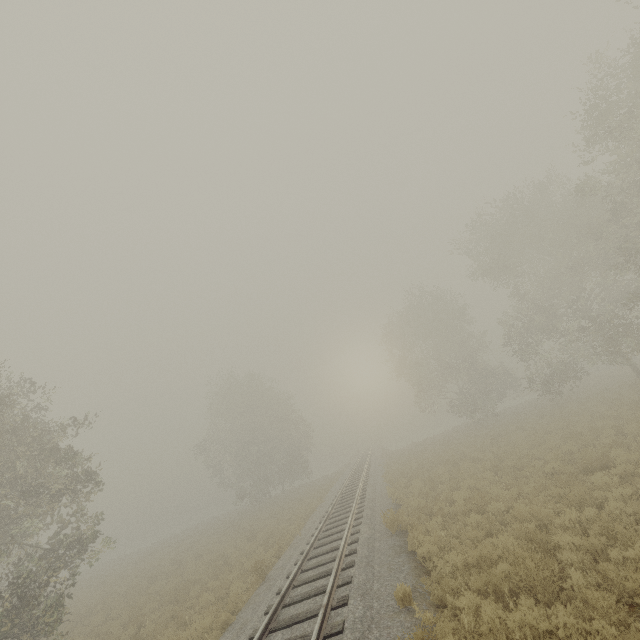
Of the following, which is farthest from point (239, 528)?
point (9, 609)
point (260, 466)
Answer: point (9, 609)
